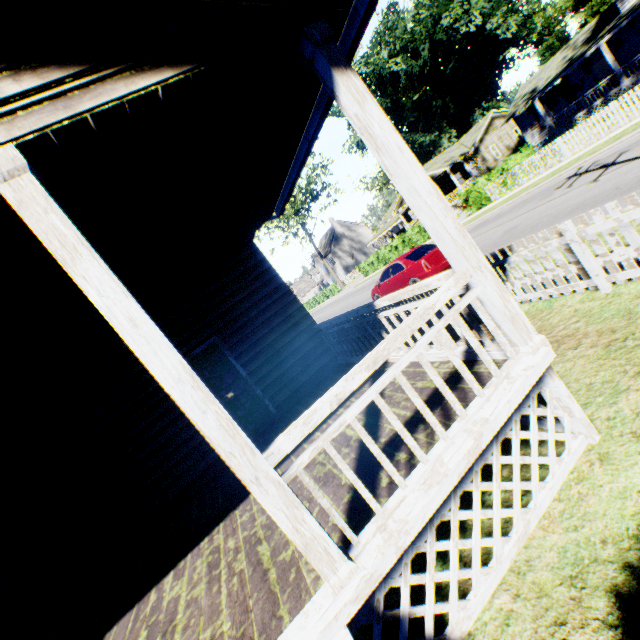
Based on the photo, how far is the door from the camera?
6.8m

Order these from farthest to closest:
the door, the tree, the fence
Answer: the tree → the door → the fence

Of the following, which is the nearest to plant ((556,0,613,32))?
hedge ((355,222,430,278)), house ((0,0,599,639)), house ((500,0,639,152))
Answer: house ((500,0,639,152))

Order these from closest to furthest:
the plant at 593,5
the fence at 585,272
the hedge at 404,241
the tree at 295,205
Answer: the fence at 585,272 → the hedge at 404,241 → the plant at 593,5 → the tree at 295,205

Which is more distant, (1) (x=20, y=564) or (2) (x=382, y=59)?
(2) (x=382, y=59)

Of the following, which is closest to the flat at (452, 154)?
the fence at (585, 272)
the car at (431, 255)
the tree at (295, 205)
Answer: the tree at (295, 205)

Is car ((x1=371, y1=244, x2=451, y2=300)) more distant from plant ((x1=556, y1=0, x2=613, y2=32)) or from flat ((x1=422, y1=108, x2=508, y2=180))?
plant ((x1=556, y1=0, x2=613, y2=32))

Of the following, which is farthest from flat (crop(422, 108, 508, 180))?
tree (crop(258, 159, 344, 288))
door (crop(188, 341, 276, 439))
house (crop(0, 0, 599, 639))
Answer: door (crop(188, 341, 276, 439))
